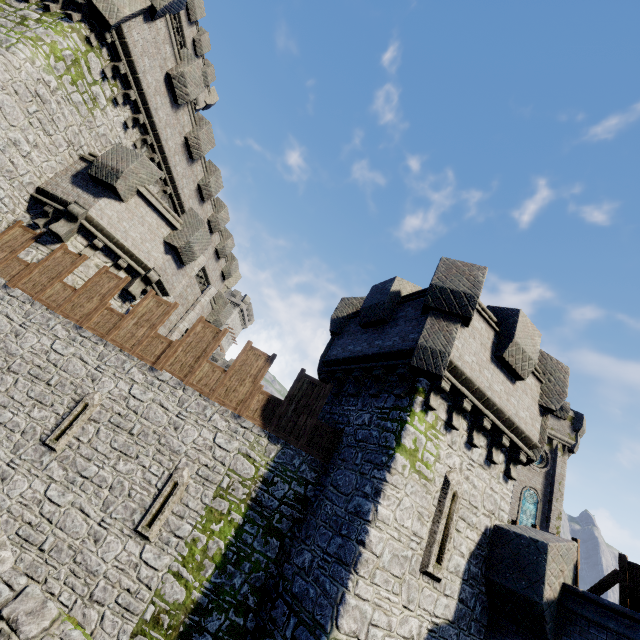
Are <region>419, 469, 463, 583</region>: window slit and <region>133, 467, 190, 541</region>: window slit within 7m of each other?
yes

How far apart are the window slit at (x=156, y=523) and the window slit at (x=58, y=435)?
2.9 meters

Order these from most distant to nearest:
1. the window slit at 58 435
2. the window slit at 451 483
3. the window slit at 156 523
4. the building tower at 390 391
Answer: the window slit at 58 435, the window slit at 156 523, the window slit at 451 483, the building tower at 390 391

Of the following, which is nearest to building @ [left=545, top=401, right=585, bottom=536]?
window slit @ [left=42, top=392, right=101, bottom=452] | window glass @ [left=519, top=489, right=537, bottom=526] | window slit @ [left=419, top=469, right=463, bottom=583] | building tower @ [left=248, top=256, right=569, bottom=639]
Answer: window glass @ [left=519, top=489, right=537, bottom=526]

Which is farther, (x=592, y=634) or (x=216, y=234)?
(x=216, y=234)

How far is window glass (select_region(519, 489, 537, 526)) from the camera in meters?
26.8 m

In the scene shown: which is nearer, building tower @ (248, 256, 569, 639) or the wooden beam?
building tower @ (248, 256, 569, 639)

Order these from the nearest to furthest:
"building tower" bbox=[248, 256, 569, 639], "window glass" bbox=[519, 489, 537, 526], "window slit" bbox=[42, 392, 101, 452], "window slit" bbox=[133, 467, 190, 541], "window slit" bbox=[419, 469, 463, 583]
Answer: "building tower" bbox=[248, 256, 569, 639] → "window slit" bbox=[419, 469, 463, 583] → "window slit" bbox=[133, 467, 190, 541] → "window slit" bbox=[42, 392, 101, 452] → "window glass" bbox=[519, 489, 537, 526]
